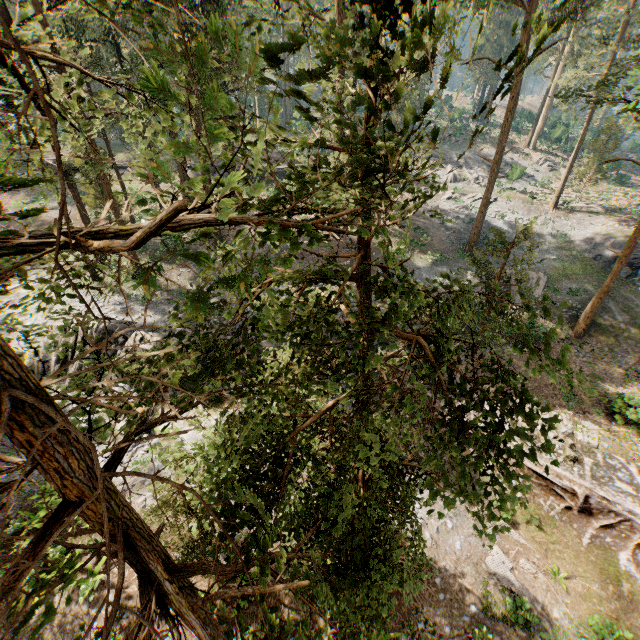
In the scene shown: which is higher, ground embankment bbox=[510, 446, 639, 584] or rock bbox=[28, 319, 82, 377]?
rock bbox=[28, 319, 82, 377]

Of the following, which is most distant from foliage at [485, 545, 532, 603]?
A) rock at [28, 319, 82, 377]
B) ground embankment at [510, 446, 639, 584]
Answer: rock at [28, 319, 82, 377]

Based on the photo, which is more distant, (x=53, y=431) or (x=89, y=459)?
(x=89, y=459)

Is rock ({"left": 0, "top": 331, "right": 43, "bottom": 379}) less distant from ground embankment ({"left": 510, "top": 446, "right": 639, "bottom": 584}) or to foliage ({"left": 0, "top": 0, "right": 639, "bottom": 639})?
ground embankment ({"left": 510, "top": 446, "right": 639, "bottom": 584})

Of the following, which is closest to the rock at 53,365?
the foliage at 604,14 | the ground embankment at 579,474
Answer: the ground embankment at 579,474

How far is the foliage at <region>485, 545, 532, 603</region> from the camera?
13.4m

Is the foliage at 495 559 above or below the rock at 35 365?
below
